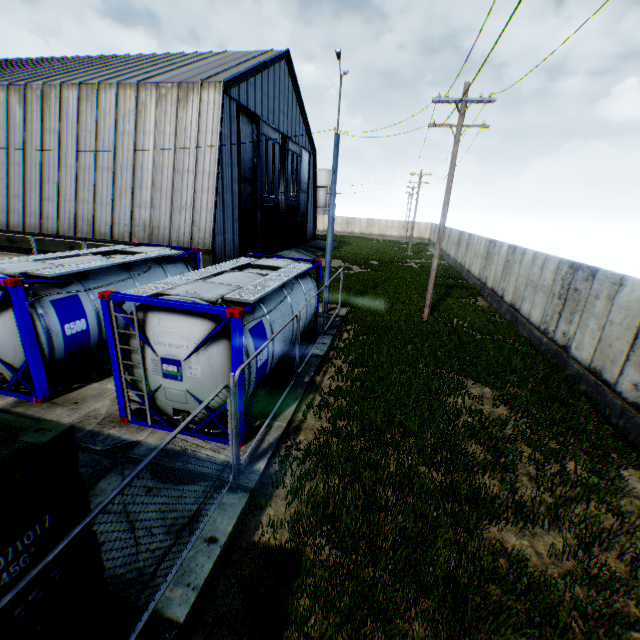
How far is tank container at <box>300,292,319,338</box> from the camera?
10.6 meters

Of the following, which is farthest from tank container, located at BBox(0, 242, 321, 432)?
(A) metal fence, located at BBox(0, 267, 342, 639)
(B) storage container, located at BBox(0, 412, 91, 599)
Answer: (B) storage container, located at BBox(0, 412, 91, 599)

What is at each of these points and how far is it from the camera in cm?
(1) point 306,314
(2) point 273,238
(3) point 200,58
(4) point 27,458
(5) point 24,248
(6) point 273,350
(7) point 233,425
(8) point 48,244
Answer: (1) tank container, 1090
(2) hanging door, 3008
(3) building, 2650
(4) storage container, 243
(5) building, 2289
(6) tank container, 801
(7) metal fence, 551
(8) building, 2238

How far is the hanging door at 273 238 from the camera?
24.56m

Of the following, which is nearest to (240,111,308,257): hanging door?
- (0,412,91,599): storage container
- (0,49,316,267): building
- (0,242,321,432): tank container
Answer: (0,49,316,267): building

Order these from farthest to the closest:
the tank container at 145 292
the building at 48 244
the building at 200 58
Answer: the building at 48 244 < the building at 200 58 < the tank container at 145 292

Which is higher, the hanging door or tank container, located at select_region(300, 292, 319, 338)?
the hanging door

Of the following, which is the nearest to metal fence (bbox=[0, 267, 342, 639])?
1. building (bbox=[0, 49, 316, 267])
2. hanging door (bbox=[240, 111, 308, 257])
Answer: building (bbox=[0, 49, 316, 267])
